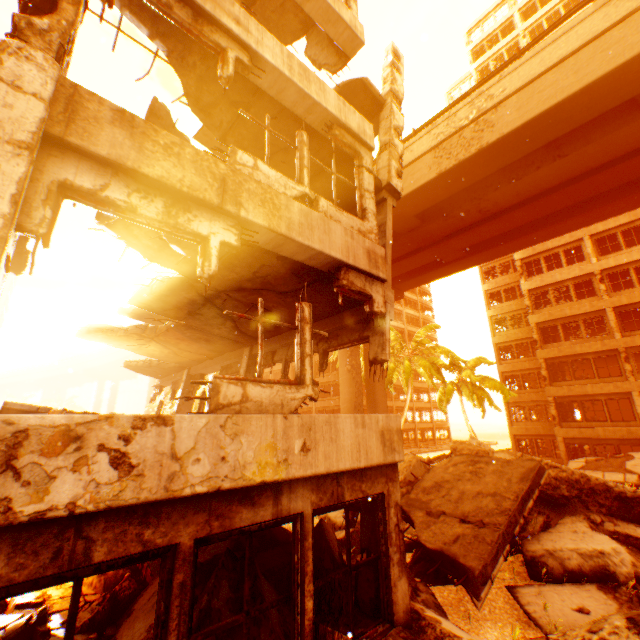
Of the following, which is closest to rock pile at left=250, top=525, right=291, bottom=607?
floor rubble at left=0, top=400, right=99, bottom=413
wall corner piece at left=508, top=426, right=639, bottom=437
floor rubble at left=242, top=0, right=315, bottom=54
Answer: floor rubble at left=0, top=400, right=99, bottom=413

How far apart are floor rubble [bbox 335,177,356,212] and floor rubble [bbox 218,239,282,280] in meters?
2.5

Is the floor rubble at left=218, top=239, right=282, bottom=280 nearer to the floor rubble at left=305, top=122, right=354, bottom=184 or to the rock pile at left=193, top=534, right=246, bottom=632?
the floor rubble at left=305, top=122, right=354, bottom=184

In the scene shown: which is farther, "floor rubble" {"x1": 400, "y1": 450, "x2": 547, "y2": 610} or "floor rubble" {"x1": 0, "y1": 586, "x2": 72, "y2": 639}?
"floor rubble" {"x1": 400, "y1": 450, "x2": 547, "y2": 610}

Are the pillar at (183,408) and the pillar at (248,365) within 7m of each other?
yes

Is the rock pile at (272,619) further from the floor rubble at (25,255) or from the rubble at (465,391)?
the rubble at (465,391)

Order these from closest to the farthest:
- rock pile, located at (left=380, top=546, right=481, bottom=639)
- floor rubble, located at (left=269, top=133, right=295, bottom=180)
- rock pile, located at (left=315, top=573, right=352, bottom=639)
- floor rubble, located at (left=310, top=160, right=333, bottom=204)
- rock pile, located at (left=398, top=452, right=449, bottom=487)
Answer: rock pile, located at (left=315, top=573, right=352, bottom=639)
rock pile, located at (left=380, top=546, right=481, bottom=639)
floor rubble, located at (left=269, top=133, right=295, bottom=180)
floor rubble, located at (left=310, top=160, right=333, bottom=204)
rock pile, located at (left=398, top=452, right=449, bottom=487)

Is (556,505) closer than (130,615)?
No
